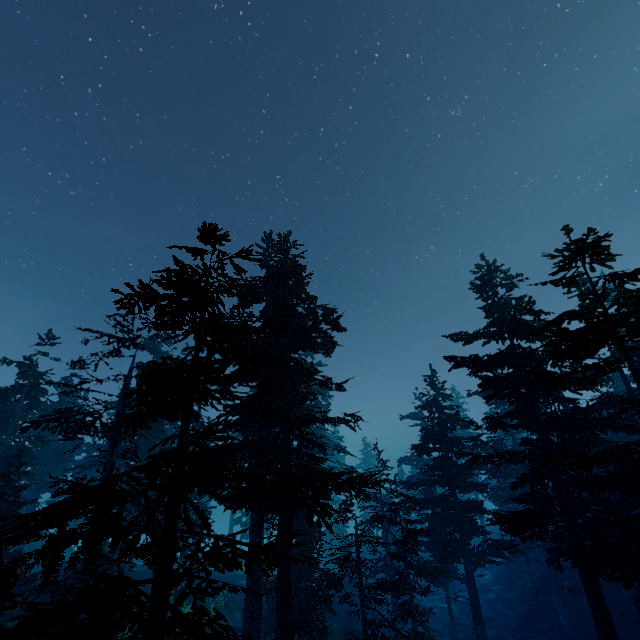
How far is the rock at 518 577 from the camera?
34.3 meters

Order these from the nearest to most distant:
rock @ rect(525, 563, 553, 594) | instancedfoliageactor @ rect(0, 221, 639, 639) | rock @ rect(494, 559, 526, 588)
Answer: instancedfoliageactor @ rect(0, 221, 639, 639), rock @ rect(525, 563, 553, 594), rock @ rect(494, 559, 526, 588)

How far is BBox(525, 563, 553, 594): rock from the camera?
30.64m

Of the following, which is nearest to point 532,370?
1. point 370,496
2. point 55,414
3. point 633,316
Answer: point 633,316

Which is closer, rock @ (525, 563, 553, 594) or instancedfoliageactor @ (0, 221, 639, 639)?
instancedfoliageactor @ (0, 221, 639, 639)

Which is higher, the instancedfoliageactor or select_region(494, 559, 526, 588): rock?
the instancedfoliageactor

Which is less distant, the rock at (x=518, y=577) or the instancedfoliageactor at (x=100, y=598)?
the instancedfoliageactor at (x=100, y=598)
